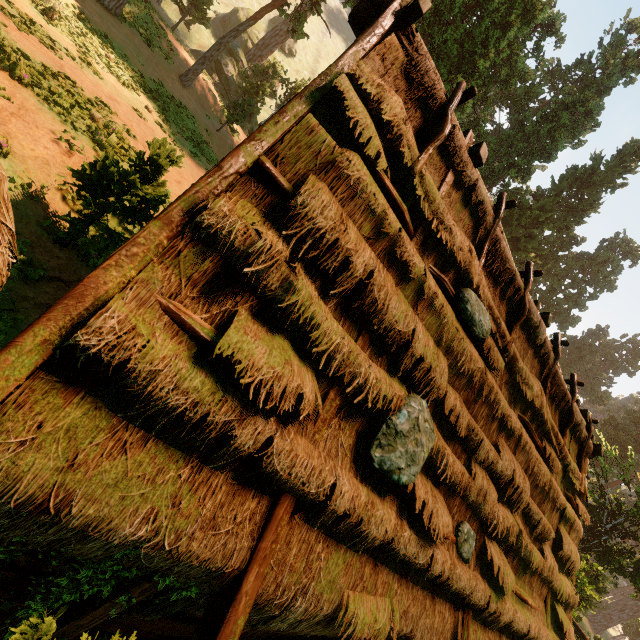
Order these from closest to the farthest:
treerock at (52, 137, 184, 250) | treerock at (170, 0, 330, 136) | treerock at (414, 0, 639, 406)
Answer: treerock at (52, 137, 184, 250) → treerock at (170, 0, 330, 136) → treerock at (414, 0, 639, 406)

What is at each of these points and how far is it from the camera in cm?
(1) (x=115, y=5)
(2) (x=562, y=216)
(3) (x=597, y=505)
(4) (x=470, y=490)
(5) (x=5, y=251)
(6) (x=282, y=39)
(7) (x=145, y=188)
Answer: (1) treerock, 1816
(2) treerock, 3825
(3) treerock, 2289
(4) building, 466
(5) building, 180
(6) treerock, 3359
(7) treerock, 738

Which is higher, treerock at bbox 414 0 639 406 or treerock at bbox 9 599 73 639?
treerock at bbox 414 0 639 406

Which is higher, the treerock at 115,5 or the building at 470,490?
the building at 470,490

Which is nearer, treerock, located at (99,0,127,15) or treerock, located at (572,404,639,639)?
treerock, located at (99,0,127,15)

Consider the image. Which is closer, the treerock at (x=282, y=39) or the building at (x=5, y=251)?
the building at (x=5, y=251)

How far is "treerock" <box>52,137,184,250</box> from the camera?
6.7 meters
